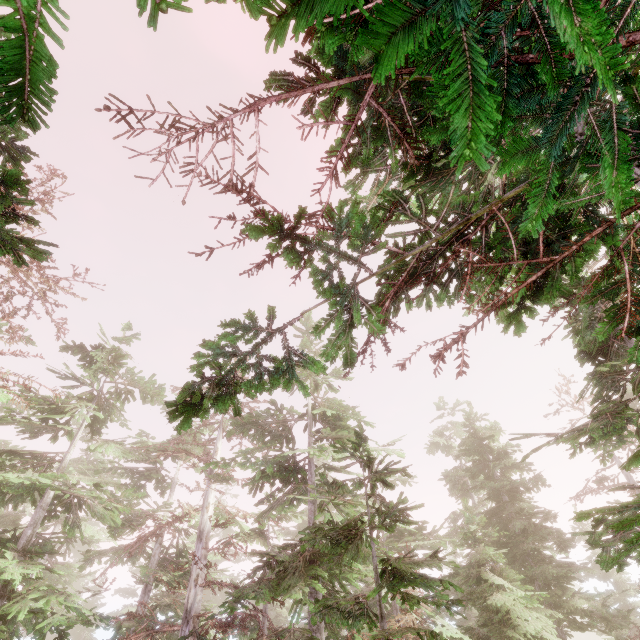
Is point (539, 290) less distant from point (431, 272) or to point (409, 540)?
point (431, 272)

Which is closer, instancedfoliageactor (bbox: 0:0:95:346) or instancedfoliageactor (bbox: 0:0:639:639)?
instancedfoliageactor (bbox: 0:0:95:346)

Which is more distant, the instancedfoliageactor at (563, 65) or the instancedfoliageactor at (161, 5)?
the instancedfoliageactor at (563, 65)
